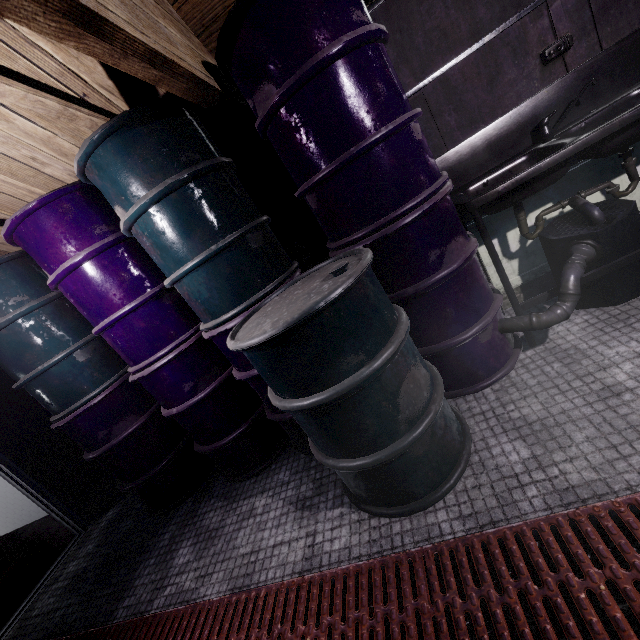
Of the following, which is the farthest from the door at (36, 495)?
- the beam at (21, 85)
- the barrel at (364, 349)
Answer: the barrel at (364, 349)

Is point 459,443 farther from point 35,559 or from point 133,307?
point 35,559

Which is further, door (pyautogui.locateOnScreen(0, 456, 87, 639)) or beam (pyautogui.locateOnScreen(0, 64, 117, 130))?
door (pyautogui.locateOnScreen(0, 456, 87, 639))

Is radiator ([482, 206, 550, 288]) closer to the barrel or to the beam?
the barrel

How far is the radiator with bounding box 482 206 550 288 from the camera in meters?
2.0 m

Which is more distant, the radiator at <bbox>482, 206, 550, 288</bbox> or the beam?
the radiator at <bbox>482, 206, 550, 288</bbox>

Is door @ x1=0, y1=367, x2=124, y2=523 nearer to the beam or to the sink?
the beam

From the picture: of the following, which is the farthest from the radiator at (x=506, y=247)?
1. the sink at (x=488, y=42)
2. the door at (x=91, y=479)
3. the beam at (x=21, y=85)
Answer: the door at (x=91, y=479)
